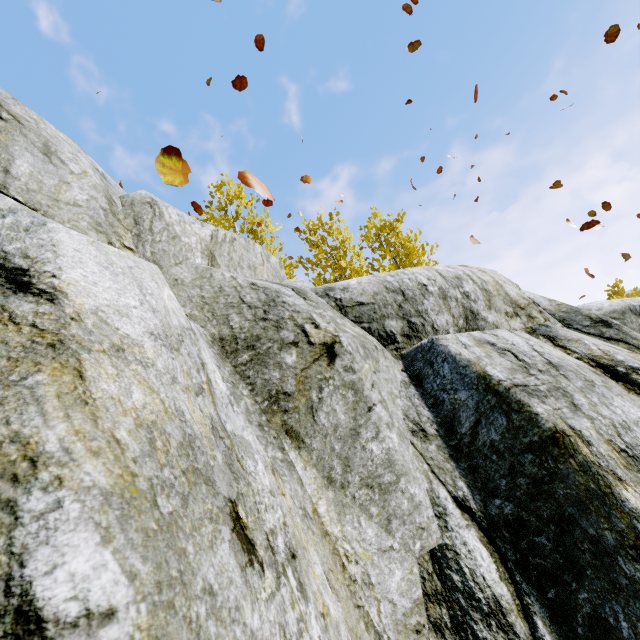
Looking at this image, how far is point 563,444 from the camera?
2.10m

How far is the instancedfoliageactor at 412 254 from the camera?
11.12m

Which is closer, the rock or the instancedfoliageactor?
the rock

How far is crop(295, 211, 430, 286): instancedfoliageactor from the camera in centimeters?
1112cm

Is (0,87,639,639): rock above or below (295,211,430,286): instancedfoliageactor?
below

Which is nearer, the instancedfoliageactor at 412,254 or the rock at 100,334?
the rock at 100,334
